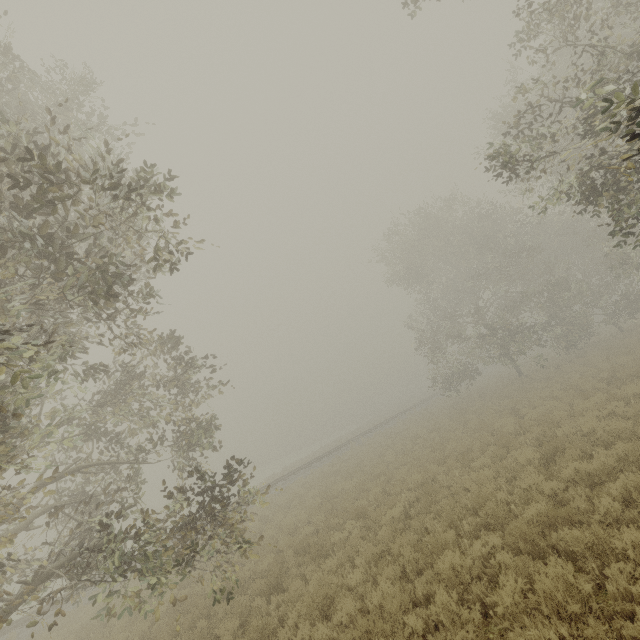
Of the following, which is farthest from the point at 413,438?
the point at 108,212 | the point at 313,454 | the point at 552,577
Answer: the point at 313,454

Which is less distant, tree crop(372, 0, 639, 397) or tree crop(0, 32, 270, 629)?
tree crop(0, 32, 270, 629)

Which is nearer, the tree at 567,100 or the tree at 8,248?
the tree at 8,248
